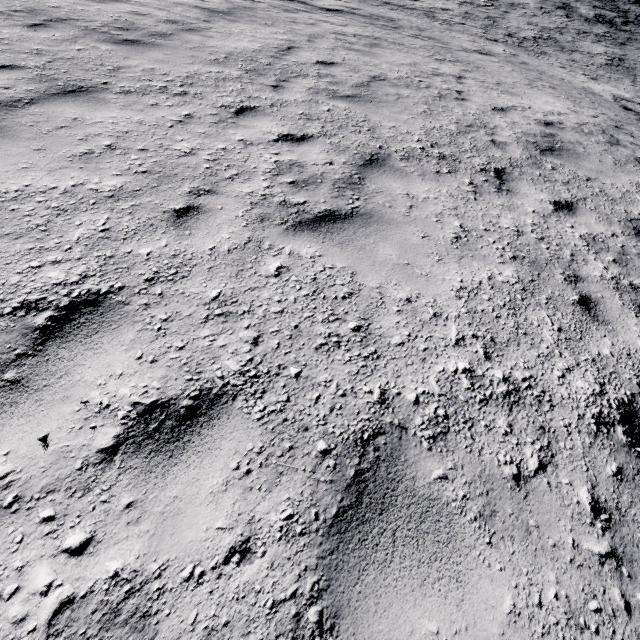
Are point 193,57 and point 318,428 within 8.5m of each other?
yes
